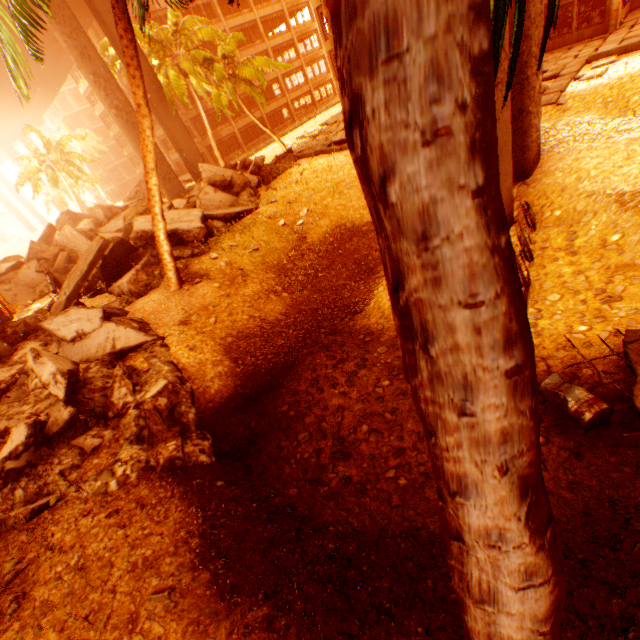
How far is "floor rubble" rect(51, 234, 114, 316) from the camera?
11.85m

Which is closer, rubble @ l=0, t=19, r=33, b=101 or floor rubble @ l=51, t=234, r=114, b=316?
rubble @ l=0, t=19, r=33, b=101

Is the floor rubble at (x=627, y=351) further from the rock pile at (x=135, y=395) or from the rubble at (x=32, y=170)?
the rock pile at (x=135, y=395)

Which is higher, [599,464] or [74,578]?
[74,578]

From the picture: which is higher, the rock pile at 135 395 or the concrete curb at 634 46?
the concrete curb at 634 46

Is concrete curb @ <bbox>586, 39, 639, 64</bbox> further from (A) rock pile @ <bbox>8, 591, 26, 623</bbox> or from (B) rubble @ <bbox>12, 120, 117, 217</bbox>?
(A) rock pile @ <bbox>8, 591, 26, 623</bbox>

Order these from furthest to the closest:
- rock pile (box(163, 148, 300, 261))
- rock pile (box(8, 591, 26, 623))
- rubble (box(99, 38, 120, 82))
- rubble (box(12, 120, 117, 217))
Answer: rubble (box(12, 120, 117, 217)) → rubble (box(99, 38, 120, 82)) → rock pile (box(163, 148, 300, 261)) → rock pile (box(8, 591, 26, 623))

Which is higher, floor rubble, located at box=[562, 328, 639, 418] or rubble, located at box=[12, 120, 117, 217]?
rubble, located at box=[12, 120, 117, 217]
